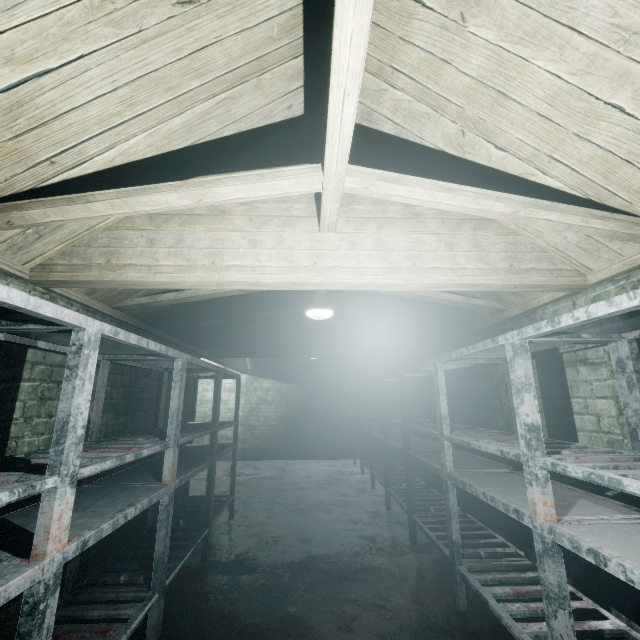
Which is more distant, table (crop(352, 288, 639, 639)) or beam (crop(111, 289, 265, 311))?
beam (crop(111, 289, 265, 311))

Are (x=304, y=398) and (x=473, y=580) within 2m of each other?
no

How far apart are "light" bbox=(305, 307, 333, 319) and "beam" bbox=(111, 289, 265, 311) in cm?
7

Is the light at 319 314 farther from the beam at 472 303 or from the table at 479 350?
the table at 479 350

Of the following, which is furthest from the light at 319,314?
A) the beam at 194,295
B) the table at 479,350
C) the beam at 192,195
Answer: the beam at 192,195

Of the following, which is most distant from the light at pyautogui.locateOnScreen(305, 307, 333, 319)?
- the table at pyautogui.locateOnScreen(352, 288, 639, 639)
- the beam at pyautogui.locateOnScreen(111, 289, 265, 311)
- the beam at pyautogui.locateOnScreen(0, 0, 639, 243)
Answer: the beam at pyautogui.locateOnScreen(0, 0, 639, 243)

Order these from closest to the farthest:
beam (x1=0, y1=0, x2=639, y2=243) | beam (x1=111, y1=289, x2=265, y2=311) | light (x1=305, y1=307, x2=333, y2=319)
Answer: beam (x1=0, y1=0, x2=639, y2=243), beam (x1=111, y1=289, x2=265, y2=311), light (x1=305, y1=307, x2=333, y2=319)
